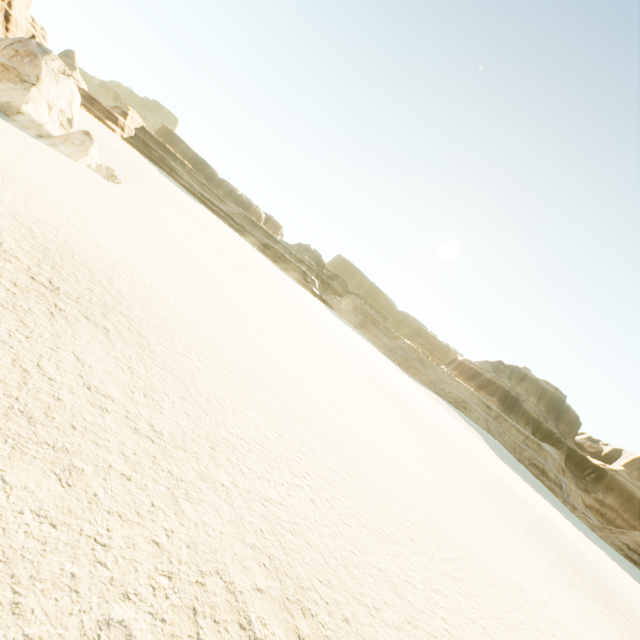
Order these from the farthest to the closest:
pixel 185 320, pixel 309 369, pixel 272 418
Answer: pixel 309 369 < pixel 185 320 < pixel 272 418
